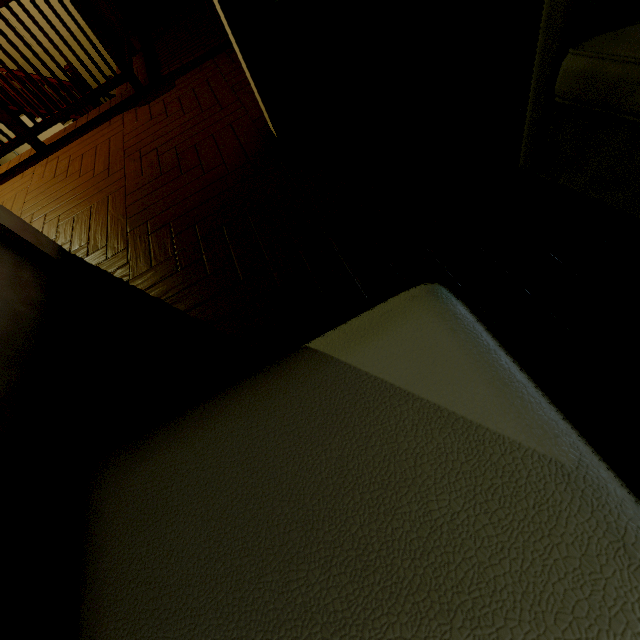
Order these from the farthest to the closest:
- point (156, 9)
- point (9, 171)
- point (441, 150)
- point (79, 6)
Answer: point (156, 9) → point (9, 171) → point (79, 6) → point (441, 150)

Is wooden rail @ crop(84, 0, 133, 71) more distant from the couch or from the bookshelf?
the couch

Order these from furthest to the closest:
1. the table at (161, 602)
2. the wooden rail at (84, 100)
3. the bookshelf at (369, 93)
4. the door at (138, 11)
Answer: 1. the door at (138, 11)
2. the wooden rail at (84, 100)
3. the bookshelf at (369, 93)
4. the table at (161, 602)

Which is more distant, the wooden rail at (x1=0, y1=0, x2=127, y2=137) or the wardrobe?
the wooden rail at (x1=0, y1=0, x2=127, y2=137)

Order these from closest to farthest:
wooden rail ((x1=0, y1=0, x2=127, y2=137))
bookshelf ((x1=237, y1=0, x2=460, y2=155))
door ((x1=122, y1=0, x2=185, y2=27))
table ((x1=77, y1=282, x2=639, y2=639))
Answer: table ((x1=77, y1=282, x2=639, y2=639)), bookshelf ((x1=237, y1=0, x2=460, y2=155)), wooden rail ((x1=0, y1=0, x2=127, y2=137)), door ((x1=122, y1=0, x2=185, y2=27))

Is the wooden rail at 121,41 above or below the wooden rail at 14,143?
above

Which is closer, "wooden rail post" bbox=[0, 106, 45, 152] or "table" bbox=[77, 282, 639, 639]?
"table" bbox=[77, 282, 639, 639]

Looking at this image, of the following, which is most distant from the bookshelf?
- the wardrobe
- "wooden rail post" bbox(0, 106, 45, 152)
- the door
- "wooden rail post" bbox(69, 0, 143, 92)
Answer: the door
